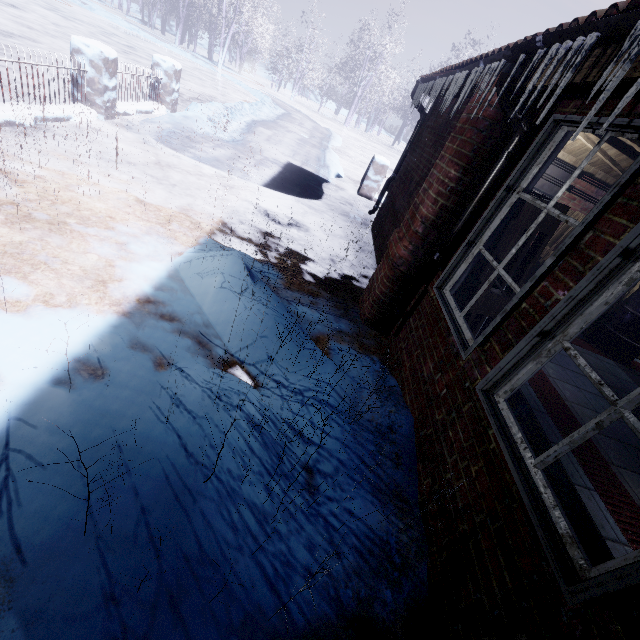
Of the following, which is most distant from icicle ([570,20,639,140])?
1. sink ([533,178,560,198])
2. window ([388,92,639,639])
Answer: sink ([533,178,560,198])

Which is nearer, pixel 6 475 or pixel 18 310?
pixel 6 475

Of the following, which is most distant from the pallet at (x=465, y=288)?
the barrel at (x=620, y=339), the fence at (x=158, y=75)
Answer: the fence at (x=158, y=75)

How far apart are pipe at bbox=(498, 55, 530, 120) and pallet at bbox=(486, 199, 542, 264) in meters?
0.2

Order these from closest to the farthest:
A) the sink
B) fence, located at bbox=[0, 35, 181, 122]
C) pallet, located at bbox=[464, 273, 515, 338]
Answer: pallet, located at bbox=[464, 273, 515, 338]
fence, located at bbox=[0, 35, 181, 122]
the sink

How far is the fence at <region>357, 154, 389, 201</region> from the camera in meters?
7.4 m

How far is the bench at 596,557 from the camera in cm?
124
